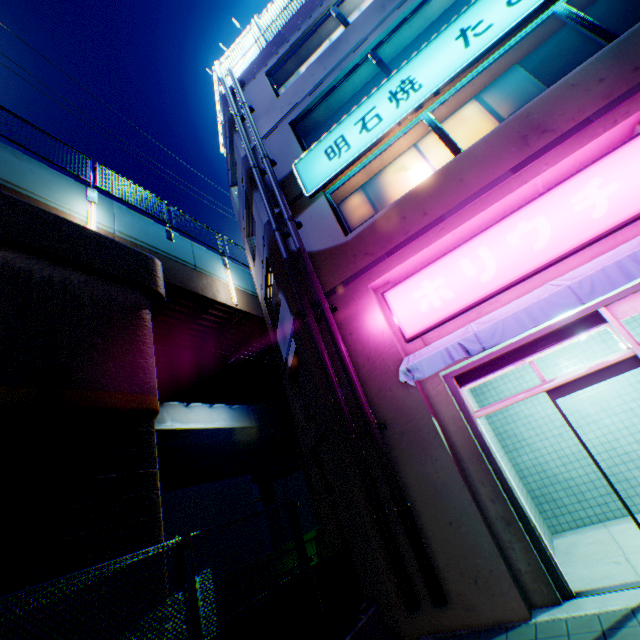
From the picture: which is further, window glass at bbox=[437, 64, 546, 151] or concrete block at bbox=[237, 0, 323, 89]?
concrete block at bbox=[237, 0, 323, 89]

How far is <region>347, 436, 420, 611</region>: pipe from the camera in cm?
451

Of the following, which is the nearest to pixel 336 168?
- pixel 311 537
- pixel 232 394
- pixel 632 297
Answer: pixel 632 297

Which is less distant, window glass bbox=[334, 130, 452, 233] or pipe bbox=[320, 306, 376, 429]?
pipe bbox=[320, 306, 376, 429]

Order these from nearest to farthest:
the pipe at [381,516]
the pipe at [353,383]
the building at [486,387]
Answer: the pipe at [381,516] < the pipe at [353,383] < the building at [486,387]

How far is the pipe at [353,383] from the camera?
5.5 meters

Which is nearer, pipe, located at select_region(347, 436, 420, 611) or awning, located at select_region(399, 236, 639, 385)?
awning, located at select_region(399, 236, 639, 385)

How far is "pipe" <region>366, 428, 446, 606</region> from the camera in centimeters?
436cm
